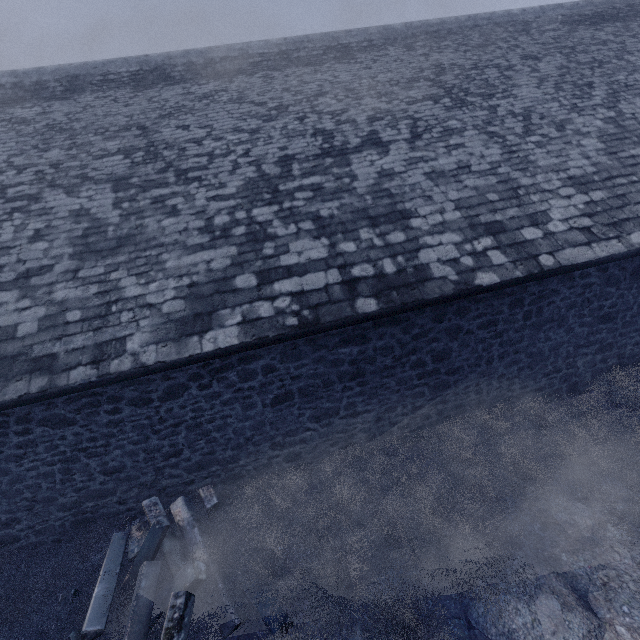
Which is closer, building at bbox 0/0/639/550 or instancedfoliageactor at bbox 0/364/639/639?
instancedfoliageactor at bbox 0/364/639/639

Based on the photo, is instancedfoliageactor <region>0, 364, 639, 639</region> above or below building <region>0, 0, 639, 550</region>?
below

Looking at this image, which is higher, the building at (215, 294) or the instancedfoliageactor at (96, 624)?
the building at (215, 294)

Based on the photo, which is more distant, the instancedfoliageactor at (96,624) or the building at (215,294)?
the building at (215,294)

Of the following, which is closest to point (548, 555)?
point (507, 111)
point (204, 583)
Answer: point (204, 583)
